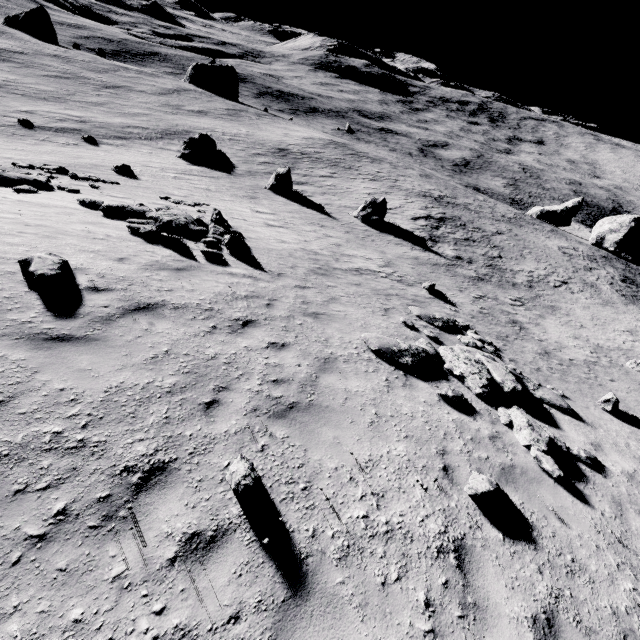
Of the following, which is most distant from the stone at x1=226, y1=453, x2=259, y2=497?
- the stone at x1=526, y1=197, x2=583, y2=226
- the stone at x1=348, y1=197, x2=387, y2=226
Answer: the stone at x1=526, y1=197, x2=583, y2=226

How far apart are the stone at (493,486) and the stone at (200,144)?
36.0 meters

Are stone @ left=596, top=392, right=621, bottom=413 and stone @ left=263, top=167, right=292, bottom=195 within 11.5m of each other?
no

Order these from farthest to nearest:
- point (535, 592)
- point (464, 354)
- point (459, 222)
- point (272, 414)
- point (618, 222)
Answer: point (618, 222) < point (459, 222) < point (464, 354) < point (272, 414) < point (535, 592)

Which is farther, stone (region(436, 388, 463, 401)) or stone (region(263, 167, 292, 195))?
stone (region(263, 167, 292, 195))

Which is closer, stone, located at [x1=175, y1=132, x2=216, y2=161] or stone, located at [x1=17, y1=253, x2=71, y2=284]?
stone, located at [x1=17, y1=253, x2=71, y2=284]

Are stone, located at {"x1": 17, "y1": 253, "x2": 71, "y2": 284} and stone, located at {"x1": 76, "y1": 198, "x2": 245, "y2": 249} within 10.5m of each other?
yes

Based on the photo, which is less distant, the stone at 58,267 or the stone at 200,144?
the stone at 58,267
